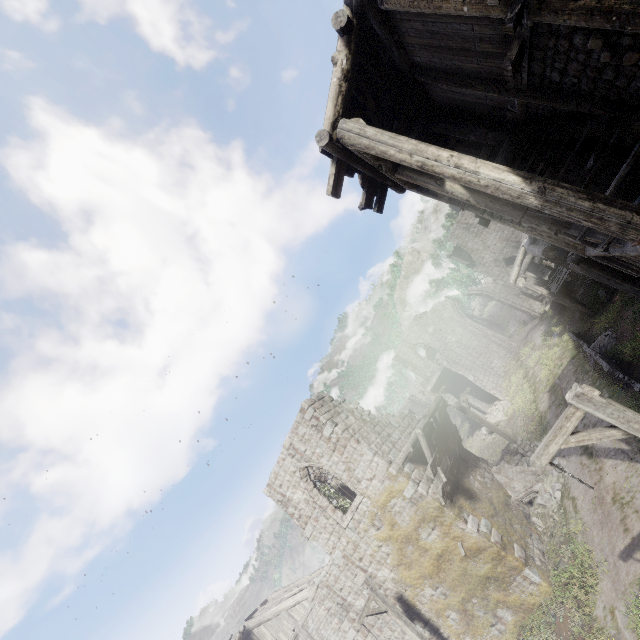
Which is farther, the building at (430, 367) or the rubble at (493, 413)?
the building at (430, 367)

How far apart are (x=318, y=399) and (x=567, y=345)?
17.2m

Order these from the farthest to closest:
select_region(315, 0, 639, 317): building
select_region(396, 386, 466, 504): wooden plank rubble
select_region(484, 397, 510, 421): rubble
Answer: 1. select_region(484, 397, 510, 421): rubble
2. select_region(396, 386, 466, 504): wooden plank rubble
3. select_region(315, 0, 639, 317): building

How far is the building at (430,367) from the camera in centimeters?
3045cm

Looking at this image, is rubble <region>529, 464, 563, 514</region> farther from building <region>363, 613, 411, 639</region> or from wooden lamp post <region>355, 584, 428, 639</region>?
wooden lamp post <region>355, 584, 428, 639</region>

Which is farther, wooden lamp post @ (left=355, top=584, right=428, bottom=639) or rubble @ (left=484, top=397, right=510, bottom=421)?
rubble @ (left=484, top=397, right=510, bottom=421)

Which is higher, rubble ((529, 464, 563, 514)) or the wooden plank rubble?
the wooden plank rubble

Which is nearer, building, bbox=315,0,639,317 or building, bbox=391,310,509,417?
building, bbox=315,0,639,317
